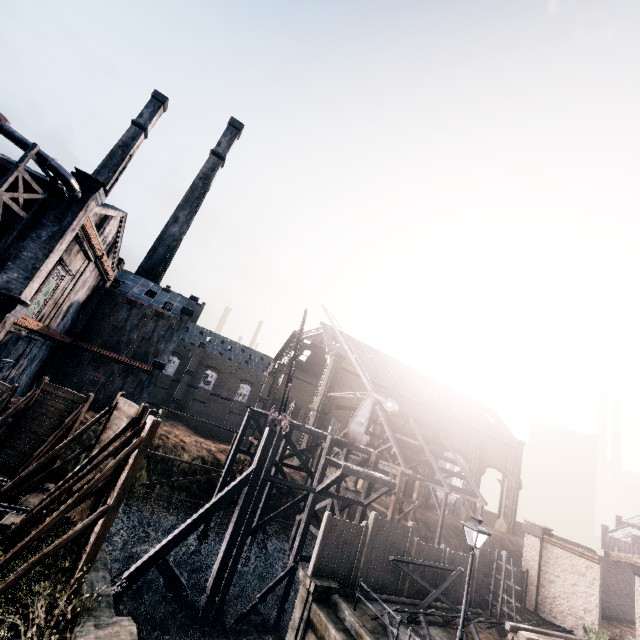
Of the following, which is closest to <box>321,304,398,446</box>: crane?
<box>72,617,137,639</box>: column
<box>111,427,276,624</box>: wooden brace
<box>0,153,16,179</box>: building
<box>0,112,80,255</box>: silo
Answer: <box>111,427,276,624</box>: wooden brace

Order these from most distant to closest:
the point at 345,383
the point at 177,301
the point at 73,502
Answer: the point at 345,383 < the point at 177,301 < the point at 73,502

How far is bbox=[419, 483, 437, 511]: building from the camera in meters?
54.3 m

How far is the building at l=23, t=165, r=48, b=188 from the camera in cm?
1914

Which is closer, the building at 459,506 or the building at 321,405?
the building at 321,405

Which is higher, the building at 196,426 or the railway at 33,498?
the building at 196,426

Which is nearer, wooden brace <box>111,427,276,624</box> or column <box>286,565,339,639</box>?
column <box>286,565,339,639</box>

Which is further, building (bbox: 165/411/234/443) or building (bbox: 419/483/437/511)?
building (bbox: 165/411/234/443)
